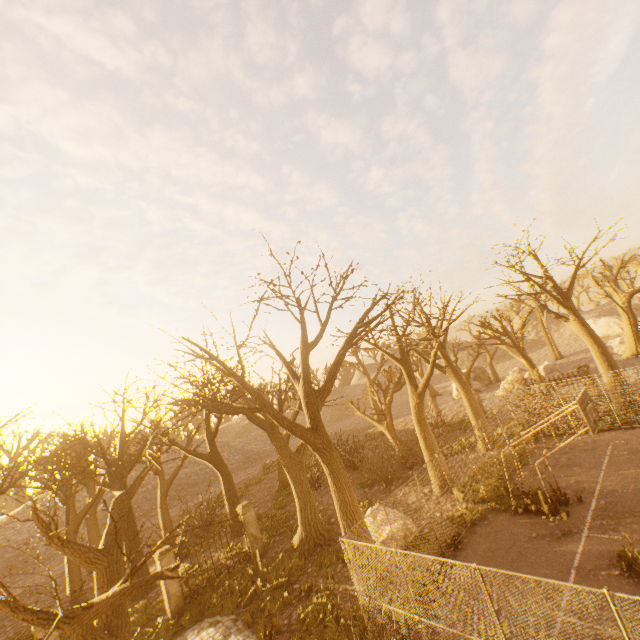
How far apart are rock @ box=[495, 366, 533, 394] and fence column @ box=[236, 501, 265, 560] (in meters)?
28.25

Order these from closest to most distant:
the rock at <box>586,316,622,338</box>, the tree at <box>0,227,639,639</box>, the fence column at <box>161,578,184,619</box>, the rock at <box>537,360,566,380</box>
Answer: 1. the tree at <box>0,227,639,639</box>
2. the fence column at <box>161,578,184,619</box>
3. the rock at <box>537,360,566,380</box>
4. the rock at <box>586,316,622,338</box>

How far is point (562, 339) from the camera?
57.1 meters

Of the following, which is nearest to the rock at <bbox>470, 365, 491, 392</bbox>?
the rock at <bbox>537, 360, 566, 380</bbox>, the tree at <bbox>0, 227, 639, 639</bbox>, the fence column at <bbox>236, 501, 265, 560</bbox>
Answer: the tree at <bbox>0, 227, 639, 639</bbox>

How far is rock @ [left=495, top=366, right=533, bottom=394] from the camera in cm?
3119

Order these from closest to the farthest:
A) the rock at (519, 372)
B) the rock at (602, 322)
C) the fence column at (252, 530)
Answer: → the fence column at (252, 530) < the rock at (519, 372) < the rock at (602, 322)

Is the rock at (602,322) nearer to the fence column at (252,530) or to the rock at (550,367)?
the rock at (550,367)

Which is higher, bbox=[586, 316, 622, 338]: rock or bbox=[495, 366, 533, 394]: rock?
bbox=[495, 366, 533, 394]: rock
